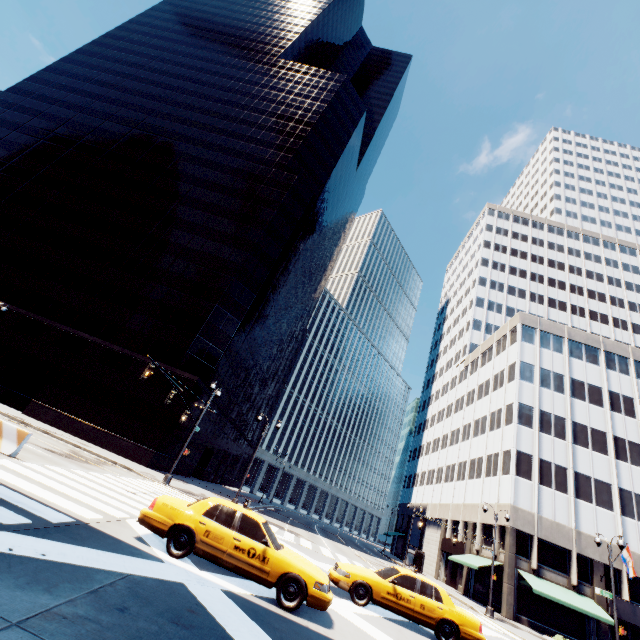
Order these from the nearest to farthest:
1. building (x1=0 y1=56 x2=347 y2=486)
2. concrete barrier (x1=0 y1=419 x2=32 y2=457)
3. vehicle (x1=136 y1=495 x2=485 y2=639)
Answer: vehicle (x1=136 y1=495 x2=485 y2=639)
concrete barrier (x1=0 y1=419 x2=32 y2=457)
building (x1=0 y1=56 x2=347 y2=486)

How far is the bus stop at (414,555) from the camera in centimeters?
3925cm

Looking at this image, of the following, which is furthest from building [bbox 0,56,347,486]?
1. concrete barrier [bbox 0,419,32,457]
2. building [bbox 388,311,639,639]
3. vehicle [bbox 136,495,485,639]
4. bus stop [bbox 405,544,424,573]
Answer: building [bbox 388,311,639,639]

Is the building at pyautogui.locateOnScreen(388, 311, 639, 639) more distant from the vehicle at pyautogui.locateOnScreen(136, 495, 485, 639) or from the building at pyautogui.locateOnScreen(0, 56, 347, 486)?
the building at pyautogui.locateOnScreen(0, 56, 347, 486)

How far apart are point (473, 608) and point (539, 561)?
10.13m

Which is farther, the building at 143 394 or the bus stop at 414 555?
the bus stop at 414 555

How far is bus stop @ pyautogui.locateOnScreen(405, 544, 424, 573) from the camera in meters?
39.2
